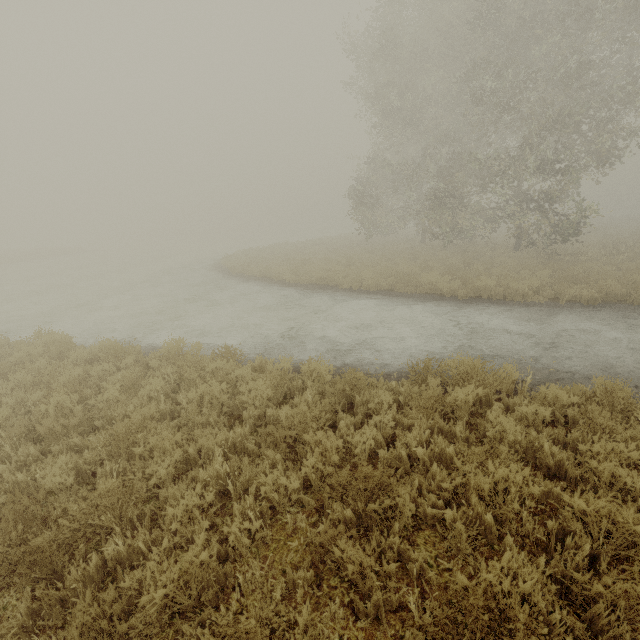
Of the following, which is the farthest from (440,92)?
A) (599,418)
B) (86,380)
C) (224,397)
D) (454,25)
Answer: (86,380)
